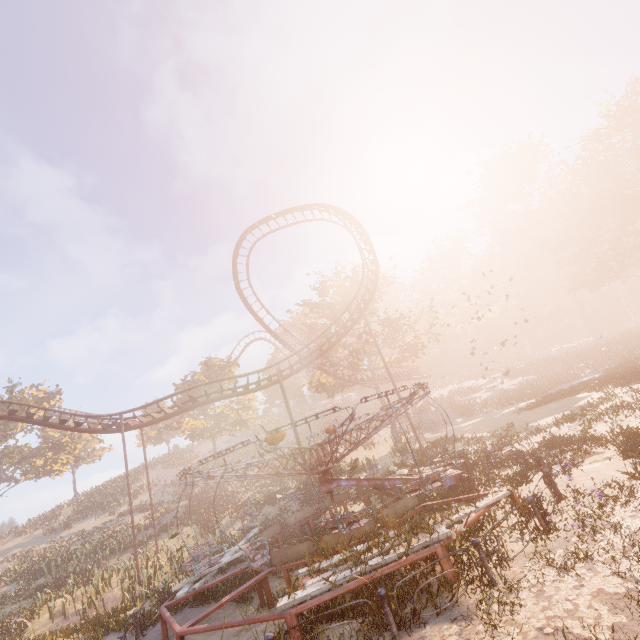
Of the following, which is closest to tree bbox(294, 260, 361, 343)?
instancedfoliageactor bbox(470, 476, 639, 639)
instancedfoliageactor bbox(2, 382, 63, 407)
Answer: instancedfoliageactor bbox(470, 476, 639, 639)

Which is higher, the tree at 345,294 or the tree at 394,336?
the tree at 345,294

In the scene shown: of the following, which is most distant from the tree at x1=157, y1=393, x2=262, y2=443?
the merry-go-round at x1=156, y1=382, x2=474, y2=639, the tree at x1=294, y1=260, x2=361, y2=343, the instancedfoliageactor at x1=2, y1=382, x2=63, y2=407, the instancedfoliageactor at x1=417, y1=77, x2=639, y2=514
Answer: the instancedfoliageactor at x1=417, y1=77, x2=639, y2=514

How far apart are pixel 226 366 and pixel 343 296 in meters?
19.3 m

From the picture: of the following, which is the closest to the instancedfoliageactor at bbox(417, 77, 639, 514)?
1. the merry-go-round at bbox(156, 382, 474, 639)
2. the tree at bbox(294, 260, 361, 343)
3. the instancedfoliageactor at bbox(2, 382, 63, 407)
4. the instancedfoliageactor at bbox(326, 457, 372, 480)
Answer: the merry-go-round at bbox(156, 382, 474, 639)

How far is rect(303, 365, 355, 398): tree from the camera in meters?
33.5

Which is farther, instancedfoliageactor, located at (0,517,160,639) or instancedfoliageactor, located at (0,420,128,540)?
instancedfoliageactor, located at (0,420,128,540)

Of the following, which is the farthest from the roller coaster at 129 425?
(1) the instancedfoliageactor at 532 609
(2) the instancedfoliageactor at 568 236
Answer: (1) the instancedfoliageactor at 532 609
